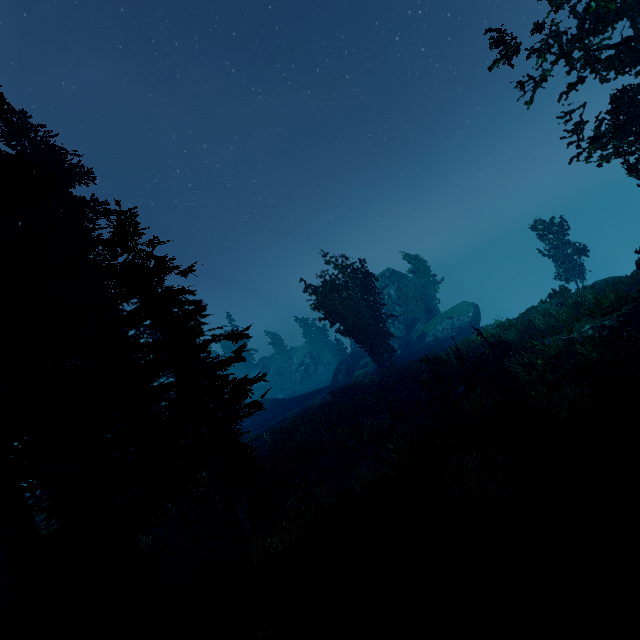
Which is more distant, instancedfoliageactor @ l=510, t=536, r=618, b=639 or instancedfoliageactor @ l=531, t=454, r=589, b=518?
instancedfoliageactor @ l=531, t=454, r=589, b=518

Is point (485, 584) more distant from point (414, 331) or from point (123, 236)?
point (414, 331)

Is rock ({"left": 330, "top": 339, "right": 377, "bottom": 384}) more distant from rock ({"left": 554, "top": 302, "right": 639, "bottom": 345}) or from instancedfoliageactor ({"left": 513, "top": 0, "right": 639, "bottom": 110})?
rock ({"left": 554, "top": 302, "right": 639, "bottom": 345})

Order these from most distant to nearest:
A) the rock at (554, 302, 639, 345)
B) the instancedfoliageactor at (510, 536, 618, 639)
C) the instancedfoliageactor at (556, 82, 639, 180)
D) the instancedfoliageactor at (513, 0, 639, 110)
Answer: the rock at (554, 302, 639, 345) < the instancedfoliageactor at (556, 82, 639, 180) < the instancedfoliageactor at (513, 0, 639, 110) < the instancedfoliageactor at (510, 536, 618, 639)

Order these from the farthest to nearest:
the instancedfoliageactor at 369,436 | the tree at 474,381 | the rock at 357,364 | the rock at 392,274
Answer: the rock at 357,364
the rock at 392,274
the instancedfoliageactor at 369,436
the tree at 474,381

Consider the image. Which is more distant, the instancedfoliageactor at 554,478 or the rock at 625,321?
the rock at 625,321
